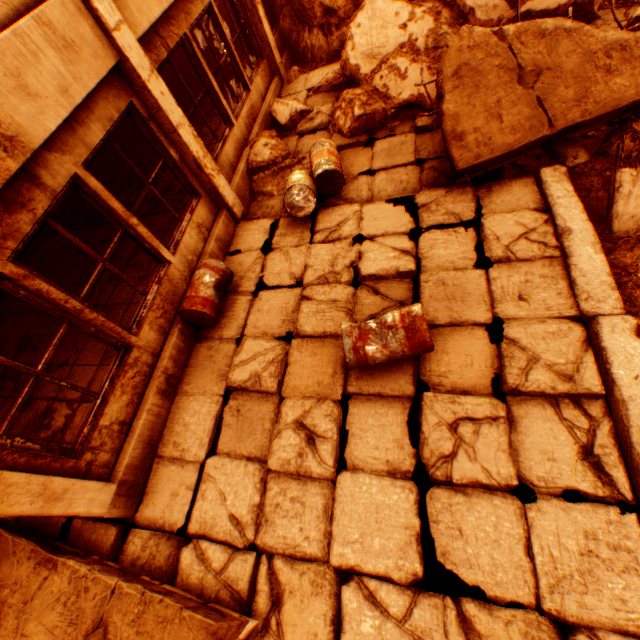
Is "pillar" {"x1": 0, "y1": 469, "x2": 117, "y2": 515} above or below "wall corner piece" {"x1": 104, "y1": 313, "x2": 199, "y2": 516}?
above

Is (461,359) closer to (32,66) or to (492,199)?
(492,199)

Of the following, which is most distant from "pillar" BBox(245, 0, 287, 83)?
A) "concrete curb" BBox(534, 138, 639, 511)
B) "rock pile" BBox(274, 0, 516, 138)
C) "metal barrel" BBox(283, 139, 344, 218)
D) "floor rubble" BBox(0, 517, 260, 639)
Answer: "floor rubble" BBox(0, 517, 260, 639)

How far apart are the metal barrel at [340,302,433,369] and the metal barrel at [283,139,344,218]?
2.4m

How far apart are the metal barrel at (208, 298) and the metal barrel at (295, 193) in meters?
1.3 m

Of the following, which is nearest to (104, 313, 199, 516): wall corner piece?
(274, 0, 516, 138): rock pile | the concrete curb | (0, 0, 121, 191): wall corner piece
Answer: (274, 0, 516, 138): rock pile

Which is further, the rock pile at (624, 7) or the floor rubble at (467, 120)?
the rock pile at (624, 7)

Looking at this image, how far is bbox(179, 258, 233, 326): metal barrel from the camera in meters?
4.6 m
